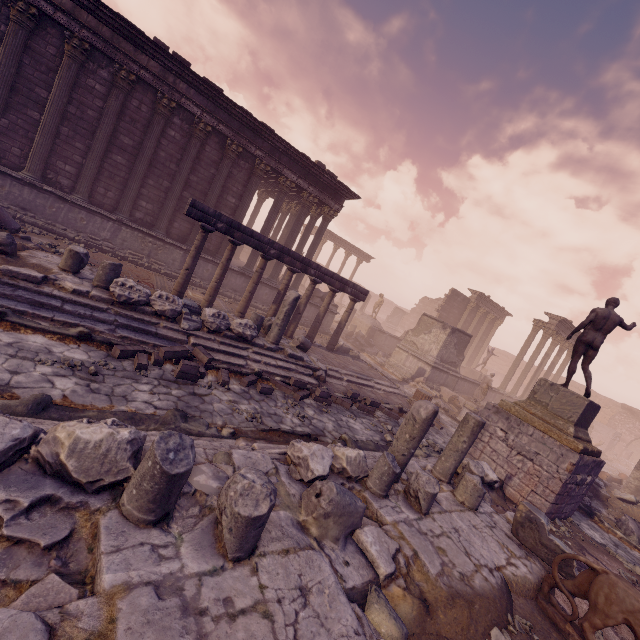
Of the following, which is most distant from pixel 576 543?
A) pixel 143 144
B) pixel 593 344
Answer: pixel 143 144

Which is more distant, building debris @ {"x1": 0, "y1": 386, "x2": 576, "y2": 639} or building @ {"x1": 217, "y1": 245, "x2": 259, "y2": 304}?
building @ {"x1": 217, "y1": 245, "x2": 259, "y2": 304}

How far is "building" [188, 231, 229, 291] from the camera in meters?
14.6

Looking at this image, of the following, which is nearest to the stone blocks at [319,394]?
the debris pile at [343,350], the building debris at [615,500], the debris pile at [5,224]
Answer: the debris pile at [343,350]

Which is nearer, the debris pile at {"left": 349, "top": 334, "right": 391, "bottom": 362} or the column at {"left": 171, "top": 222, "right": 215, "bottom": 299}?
the column at {"left": 171, "top": 222, "right": 215, "bottom": 299}

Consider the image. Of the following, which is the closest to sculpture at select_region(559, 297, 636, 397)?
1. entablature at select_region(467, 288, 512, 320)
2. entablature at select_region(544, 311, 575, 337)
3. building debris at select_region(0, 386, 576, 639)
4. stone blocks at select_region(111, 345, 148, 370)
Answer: building debris at select_region(0, 386, 576, 639)

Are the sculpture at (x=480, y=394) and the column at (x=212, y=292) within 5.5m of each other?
no

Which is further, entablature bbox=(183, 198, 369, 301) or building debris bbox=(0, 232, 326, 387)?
entablature bbox=(183, 198, 369, 301)
